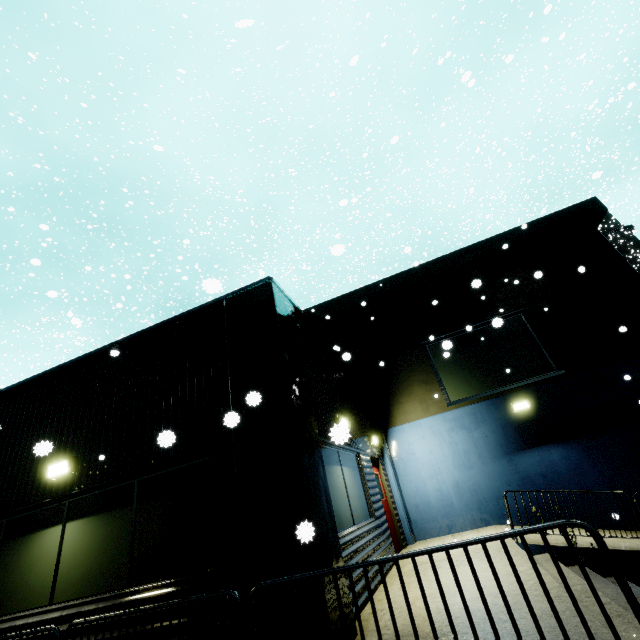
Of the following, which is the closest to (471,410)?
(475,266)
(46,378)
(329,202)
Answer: (475,266)

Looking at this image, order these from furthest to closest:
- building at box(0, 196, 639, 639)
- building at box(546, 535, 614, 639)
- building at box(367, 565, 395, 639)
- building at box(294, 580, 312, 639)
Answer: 1. building at box(0, 196, 639, 639)
2. building at box(367, 565, 395, 639)
3. building at box(294, 580, 312, 639)
4. building at box(546, 535, 614, 639)

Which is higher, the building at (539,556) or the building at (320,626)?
the building at (320,626)

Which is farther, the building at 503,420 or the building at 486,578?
the building at 503,420

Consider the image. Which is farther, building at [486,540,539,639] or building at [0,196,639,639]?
building at [0,196,639,639]

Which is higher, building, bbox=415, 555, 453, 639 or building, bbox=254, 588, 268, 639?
building, bbox=254, 588, 268, 639
